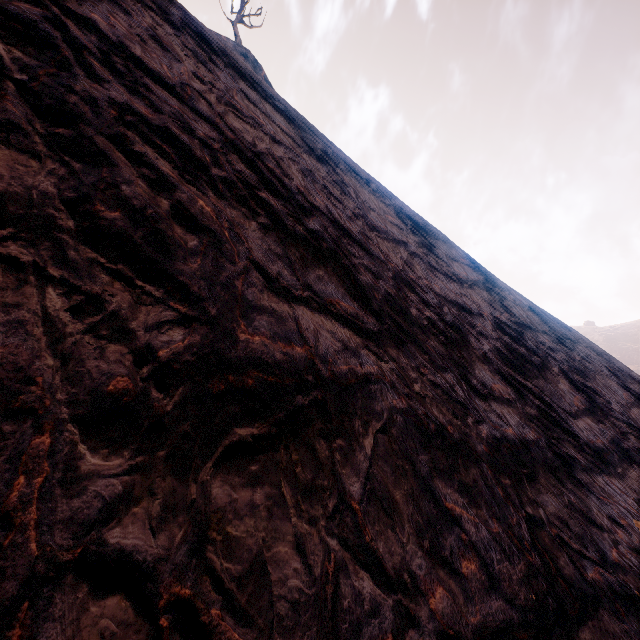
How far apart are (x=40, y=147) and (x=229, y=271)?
1.2m
